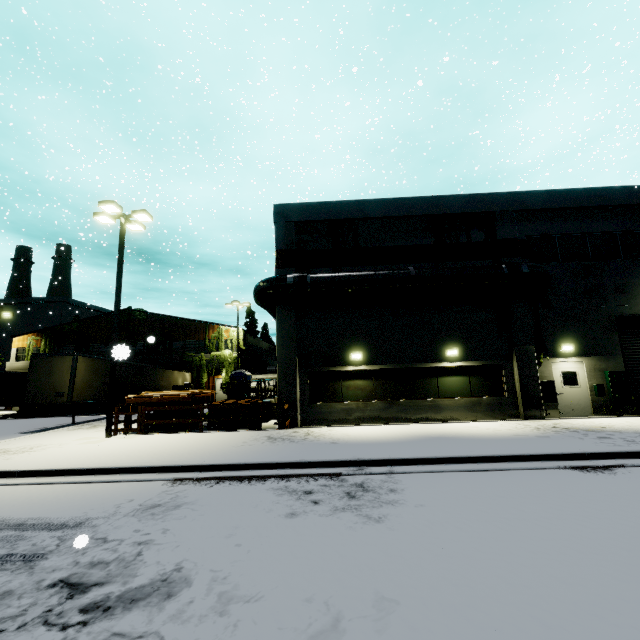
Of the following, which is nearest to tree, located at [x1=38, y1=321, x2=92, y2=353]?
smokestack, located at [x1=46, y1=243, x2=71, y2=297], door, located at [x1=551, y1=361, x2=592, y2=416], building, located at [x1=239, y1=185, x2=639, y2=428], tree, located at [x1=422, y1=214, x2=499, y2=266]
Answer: building, located at [x1=239, y1=185, x2=639, y2=428]

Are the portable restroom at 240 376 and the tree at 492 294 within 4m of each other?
no

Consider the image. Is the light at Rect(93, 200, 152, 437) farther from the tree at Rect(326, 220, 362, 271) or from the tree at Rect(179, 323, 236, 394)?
the tree at Rect(326, 220, 362, 271)

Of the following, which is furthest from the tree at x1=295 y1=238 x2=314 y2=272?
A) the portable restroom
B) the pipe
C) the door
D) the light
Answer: the portable restroom

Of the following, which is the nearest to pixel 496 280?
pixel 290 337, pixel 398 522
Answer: pixel 290 337

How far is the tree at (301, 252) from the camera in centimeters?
1590cm

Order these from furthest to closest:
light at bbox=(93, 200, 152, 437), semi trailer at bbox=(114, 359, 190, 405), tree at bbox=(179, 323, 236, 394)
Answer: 1. tree at bbox=(179, 323, 236, 394)
2. semi trailer at bbox=(114, 359, 190, 405)
3. light at bbox=(93, 200, 152, 437)

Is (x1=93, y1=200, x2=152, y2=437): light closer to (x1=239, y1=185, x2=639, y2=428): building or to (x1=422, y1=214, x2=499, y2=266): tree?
(x1=239, y1=185, x2=639, y2=428): building
